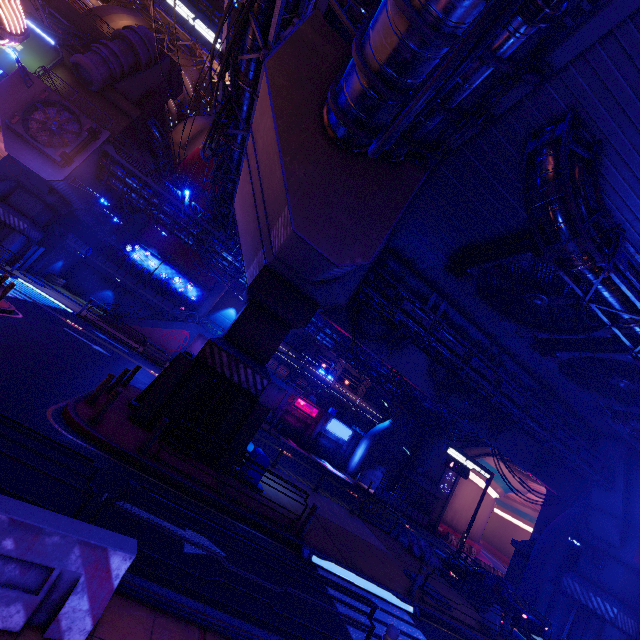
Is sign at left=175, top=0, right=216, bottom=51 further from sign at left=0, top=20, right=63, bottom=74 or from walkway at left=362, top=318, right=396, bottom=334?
walkway at left=362, top=318, right=396, bottom=334

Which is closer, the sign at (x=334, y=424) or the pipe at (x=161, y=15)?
the sign at (x=334, y=424)

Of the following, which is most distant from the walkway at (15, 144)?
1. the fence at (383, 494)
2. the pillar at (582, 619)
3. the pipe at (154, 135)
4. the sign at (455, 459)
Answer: the pillar at (582, 619)

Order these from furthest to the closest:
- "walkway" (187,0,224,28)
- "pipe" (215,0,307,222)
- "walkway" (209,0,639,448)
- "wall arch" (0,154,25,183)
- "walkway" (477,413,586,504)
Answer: "walkway" (187,0,224,28) < "wall arch" (0,154,25,183) < "walkway" (477,413,586,504) < "pipe" (215,0,307,222) < "walkway" (209,0,639,448)

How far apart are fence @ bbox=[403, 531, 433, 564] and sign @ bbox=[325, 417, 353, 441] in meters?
19.7 m

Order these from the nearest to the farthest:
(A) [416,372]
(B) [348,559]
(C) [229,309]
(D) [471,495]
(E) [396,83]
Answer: (E) [396,83], (B) [348,559], (A) [416,372], (D) [471,495], (C) [229,309]

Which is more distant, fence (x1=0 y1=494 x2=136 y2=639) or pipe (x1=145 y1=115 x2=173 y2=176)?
pipe (x1=145 y1=115 x2=173 y2=176)

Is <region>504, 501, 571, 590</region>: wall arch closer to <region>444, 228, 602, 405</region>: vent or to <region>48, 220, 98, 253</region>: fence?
<region>444, 228, 602, 405</region>: vent
